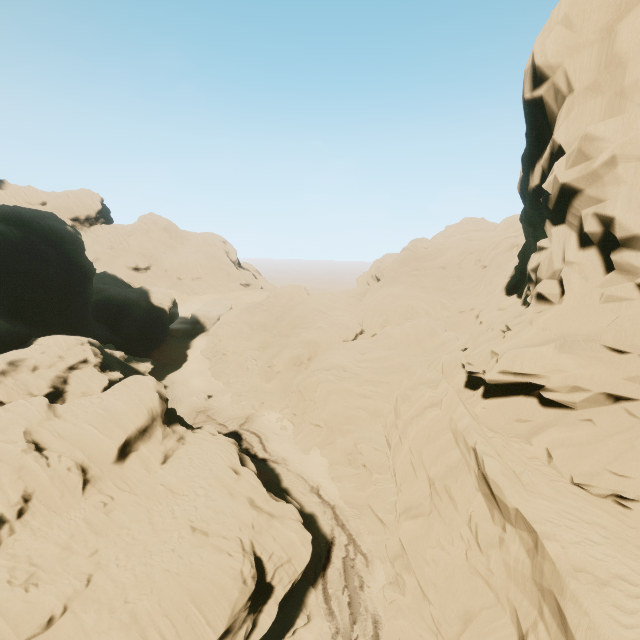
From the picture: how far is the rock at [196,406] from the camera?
45.7m

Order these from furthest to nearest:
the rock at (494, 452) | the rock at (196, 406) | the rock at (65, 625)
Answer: the rock at (196, 406) < the rock at (65, 625) < the rock at (494, 452)

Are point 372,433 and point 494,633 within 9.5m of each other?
no

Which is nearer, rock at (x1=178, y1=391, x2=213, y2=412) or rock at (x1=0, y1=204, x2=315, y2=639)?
rock at (x1=0, y1=204, x2=315, y2=639)

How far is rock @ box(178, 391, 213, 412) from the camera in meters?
45.7 m

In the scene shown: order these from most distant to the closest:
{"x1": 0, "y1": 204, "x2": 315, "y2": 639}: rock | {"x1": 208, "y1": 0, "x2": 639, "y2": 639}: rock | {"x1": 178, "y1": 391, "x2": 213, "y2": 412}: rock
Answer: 1. {"x1": 178, "y1": 391, "x2": 213, "y2": 412}: rock
2. {"x1": 0, "y1": 204, "x2": 315, "y2": 639}: rock
3. {"x1": 208, "y1": 0, "x2": 639, "y2": 639}: rock
